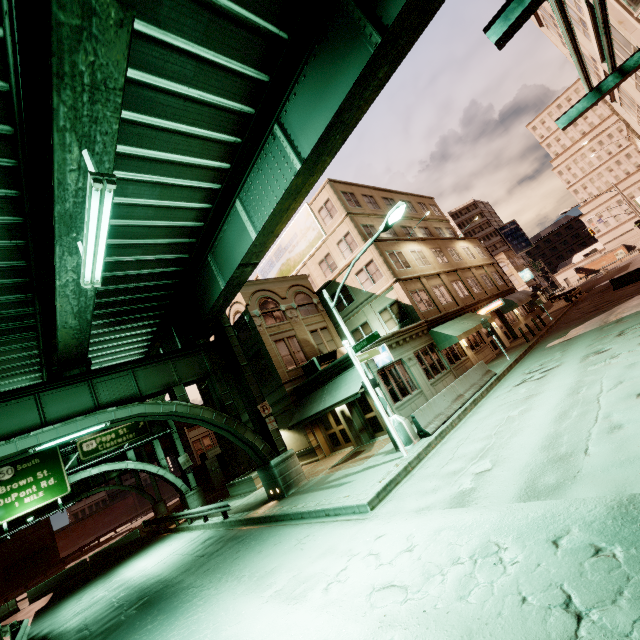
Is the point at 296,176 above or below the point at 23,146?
below

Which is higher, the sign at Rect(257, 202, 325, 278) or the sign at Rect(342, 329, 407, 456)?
the sign at Rect(257, 202, 325, 278)

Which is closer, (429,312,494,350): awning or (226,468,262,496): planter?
(429,312,494,350): awning

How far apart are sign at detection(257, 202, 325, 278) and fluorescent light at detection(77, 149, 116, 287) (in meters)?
21.16

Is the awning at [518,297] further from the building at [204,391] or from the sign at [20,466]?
the sign at [20,466]

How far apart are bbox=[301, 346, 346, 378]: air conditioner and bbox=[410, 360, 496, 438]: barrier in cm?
782

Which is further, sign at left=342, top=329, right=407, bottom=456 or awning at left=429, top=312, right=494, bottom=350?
awning at left=429, top=312, right=494, bottom=350

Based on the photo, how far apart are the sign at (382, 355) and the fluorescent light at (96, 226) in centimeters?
813cm
